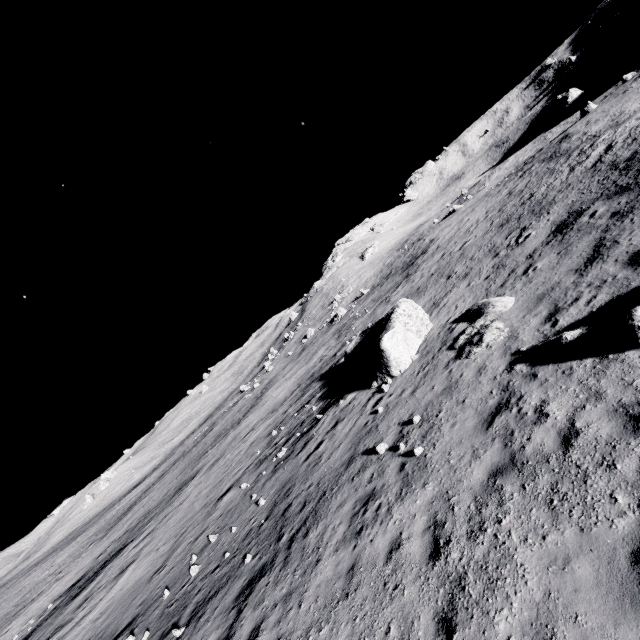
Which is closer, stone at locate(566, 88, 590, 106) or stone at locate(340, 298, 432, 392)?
stone at locate(340, 298, 432, 392)

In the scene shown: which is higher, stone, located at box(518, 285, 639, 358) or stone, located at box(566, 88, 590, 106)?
stone, located at box(566, 88, 590, 106)

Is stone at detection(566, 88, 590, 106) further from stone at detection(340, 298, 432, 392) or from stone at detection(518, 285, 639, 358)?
stone at detection(518, 285, 639, 358)

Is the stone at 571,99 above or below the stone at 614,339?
above

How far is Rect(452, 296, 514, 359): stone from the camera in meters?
11.1

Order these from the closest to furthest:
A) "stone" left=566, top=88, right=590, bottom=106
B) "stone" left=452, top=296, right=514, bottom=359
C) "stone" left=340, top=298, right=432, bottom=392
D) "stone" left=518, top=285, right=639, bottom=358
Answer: "stone" left=518, top=285, right=639, bottom=358 → "stone" left=452, top=296, right=514, bottom=359 → "stone" left=340, top=298, right=432, bottom=392 → "stone" left=566, top=88, right=590, bottom=106

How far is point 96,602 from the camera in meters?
17.8 m

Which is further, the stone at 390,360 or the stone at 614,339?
the stone at 390,360
